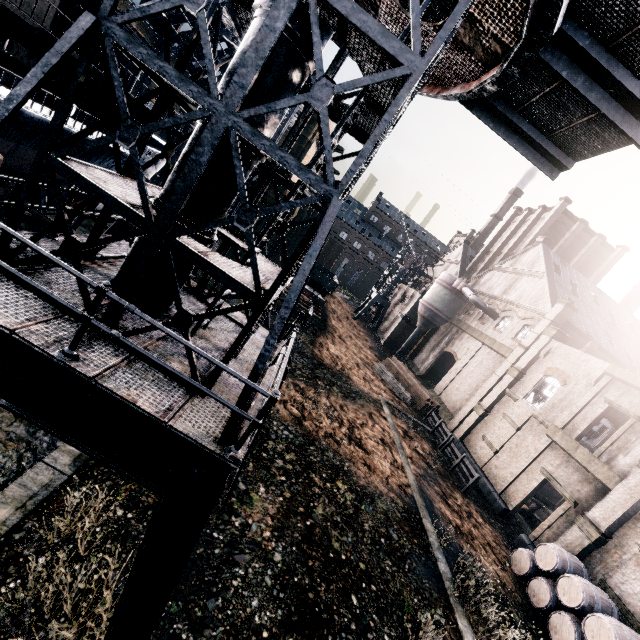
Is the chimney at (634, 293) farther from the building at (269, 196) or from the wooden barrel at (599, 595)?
the wooden barrel at (599, 595)

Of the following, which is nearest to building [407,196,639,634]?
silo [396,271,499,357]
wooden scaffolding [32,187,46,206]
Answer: silo [396,271,499,357]

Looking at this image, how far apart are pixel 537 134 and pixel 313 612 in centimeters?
1445cm

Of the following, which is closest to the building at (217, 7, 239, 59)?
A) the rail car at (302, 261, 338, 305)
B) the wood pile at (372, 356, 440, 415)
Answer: the wood pile at (372, 356, 440, 415)

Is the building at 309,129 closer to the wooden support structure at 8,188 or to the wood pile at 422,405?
the wood pile at 422,405

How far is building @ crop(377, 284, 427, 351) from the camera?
47.0m

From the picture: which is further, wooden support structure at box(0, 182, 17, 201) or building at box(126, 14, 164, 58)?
building at box(126, 14, 164, 58)

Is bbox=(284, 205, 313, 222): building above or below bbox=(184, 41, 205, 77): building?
below
